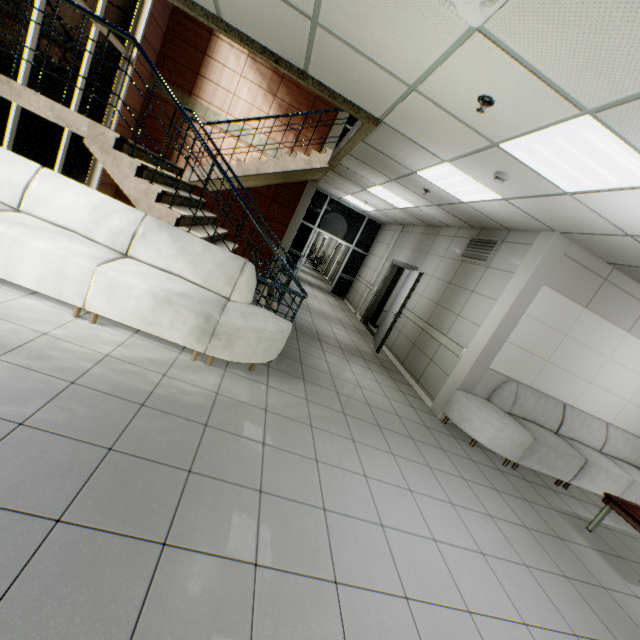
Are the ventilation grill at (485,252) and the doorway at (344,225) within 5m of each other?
no

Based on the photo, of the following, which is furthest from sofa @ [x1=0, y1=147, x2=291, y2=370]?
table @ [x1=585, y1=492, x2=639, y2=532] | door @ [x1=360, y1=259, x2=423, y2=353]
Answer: table @ [x1=585, y1=492, x2=639, y2=532]

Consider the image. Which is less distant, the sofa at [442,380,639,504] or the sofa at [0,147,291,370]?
the sofa at [0,147,291,370]

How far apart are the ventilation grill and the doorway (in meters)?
5.56

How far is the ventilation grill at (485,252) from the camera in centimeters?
571cm

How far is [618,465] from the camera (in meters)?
5.33

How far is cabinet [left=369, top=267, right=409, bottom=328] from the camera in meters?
10.0

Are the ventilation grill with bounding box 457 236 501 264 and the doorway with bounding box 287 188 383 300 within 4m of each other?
no
